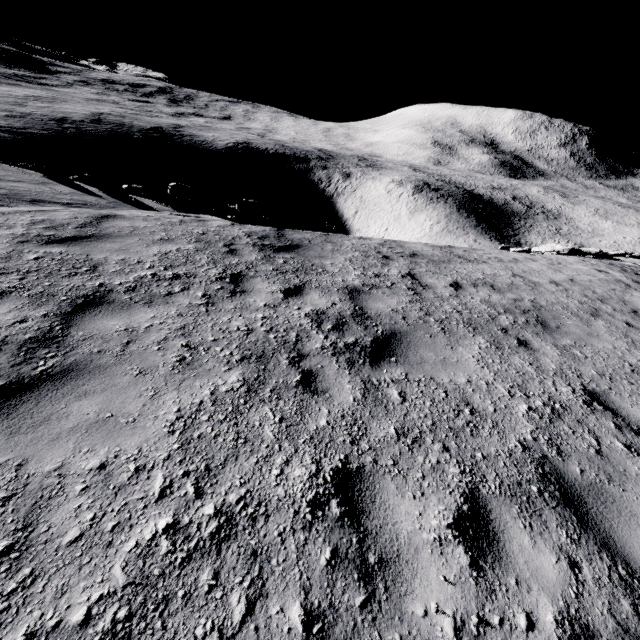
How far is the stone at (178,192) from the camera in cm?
1148

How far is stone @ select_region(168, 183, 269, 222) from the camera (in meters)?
11.48

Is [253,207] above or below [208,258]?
below
